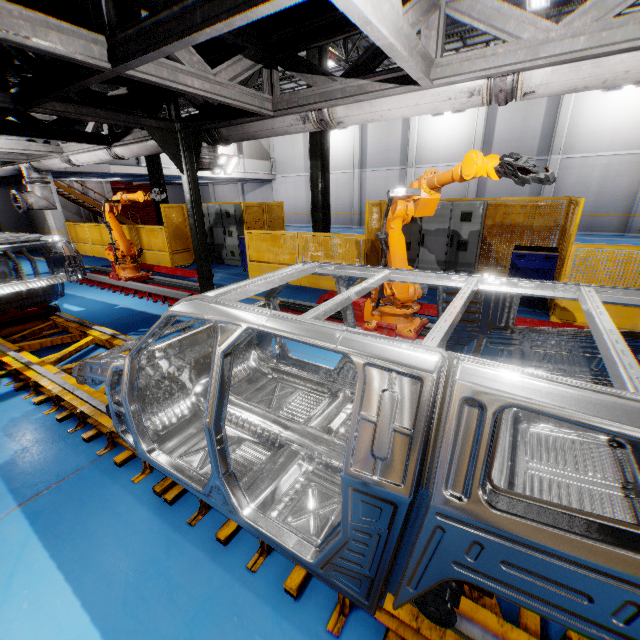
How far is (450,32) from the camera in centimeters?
1241cm

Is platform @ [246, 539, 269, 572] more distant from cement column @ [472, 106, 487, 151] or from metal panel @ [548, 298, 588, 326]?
cement column @ [472, 106, 487, 151]

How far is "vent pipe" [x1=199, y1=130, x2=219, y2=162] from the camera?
5.1 meters

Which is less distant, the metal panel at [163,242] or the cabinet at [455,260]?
the cabinet at [455,260]

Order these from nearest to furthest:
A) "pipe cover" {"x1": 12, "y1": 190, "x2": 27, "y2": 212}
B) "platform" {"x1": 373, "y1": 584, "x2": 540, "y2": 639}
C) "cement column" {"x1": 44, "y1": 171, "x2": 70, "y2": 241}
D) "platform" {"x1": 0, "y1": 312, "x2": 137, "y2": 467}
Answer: "platform" {"x1": 373, "y1": 584, "x2": 540, "y2": 639} → "platform" {"x1": 0, "y1": 312, "x2": 137, "y2": 467} → "pipe cover" {"x1": 12, "y1": 190, "x2": 27, "y2": 212} → "cement column" {"x1": 44, "y1": 171, "x2": 70, "y2": 241}

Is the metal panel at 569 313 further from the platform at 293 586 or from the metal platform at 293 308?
the platform at 293 586

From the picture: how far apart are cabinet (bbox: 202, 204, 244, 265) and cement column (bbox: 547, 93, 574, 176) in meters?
17.0

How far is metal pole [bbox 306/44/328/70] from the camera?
7.86m
